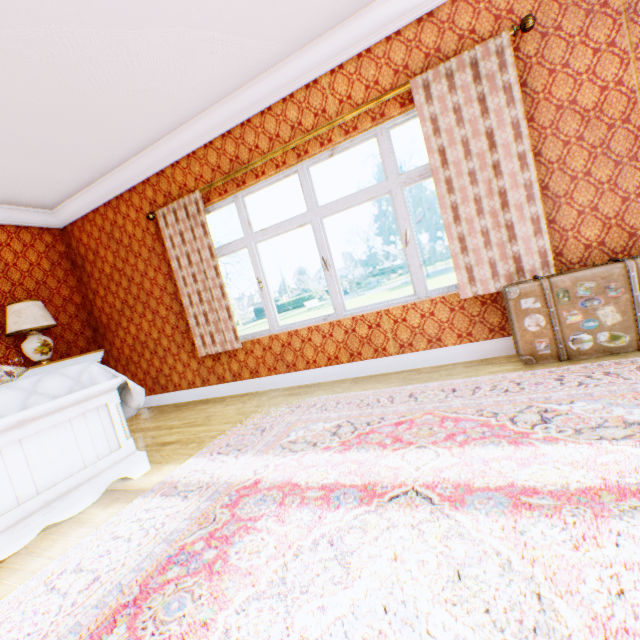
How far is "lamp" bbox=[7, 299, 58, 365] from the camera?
3.8 meters

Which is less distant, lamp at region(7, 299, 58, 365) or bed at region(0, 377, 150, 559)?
bed at region(0, 377, 150, 559)

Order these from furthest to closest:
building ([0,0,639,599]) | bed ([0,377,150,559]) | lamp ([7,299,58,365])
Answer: lamp ([7,299,58,365])
building ([0,0,639,599])
bed ([0,377,150,559])

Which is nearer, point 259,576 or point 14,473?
point 259,576

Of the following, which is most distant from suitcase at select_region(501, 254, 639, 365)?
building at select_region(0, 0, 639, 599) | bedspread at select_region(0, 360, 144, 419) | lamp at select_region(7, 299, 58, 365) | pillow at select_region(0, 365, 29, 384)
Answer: lamp at select_region(7, 299, 58, 365)

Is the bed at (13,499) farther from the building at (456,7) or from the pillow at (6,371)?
the pillow at (6,371)

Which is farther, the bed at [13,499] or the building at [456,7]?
the building at [456,7]

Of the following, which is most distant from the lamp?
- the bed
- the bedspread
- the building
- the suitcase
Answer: the suitcase
